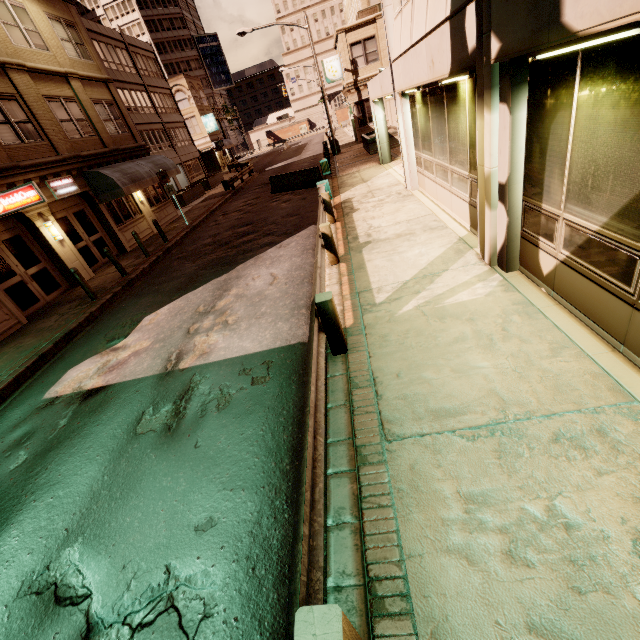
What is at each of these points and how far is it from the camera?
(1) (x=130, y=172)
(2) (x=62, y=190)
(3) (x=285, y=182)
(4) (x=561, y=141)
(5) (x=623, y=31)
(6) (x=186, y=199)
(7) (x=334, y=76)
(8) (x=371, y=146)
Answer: (1) awning, 16.6m
(2) sign, 13.8m
(3) barrier, 19.6m
(4) building, 3.7m
(5) fluorescent light, 2.5m
(6) planter, 27.1m
(7) sign, 29.4m
(8) planter, 21.3m

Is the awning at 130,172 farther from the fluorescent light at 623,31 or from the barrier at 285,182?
the fluorescent light at 623,31

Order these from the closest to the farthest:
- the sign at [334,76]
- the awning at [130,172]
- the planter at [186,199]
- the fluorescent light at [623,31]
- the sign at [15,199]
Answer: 1. the fluorescent light at [623,31]
2. the sign at [15,199]
3. the awning at [130,172]
4. the planter at [186,199]
5. the sign at [334,76]

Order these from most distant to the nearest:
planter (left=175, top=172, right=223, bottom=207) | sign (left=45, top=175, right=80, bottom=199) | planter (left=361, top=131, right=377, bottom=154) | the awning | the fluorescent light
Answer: planter (left=175, top=172, right=223, bottom=207)
planter (left=361, top=131, right=377, bottom=154)
the awning
sign (left=45, top=175, right=80, bottom=199)
the fluorescent light

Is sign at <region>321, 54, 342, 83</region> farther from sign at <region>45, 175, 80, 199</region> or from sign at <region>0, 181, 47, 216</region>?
sign at <region>0, 181, 47, 216</region>

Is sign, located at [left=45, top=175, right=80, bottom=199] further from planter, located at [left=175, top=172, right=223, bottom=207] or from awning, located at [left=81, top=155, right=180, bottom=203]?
planter, located at [left=175, top=172, right=223, bottom=207]

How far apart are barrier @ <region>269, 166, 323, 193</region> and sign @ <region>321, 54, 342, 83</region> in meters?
16.4 m

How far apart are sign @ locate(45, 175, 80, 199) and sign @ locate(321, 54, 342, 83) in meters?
24.8 m
